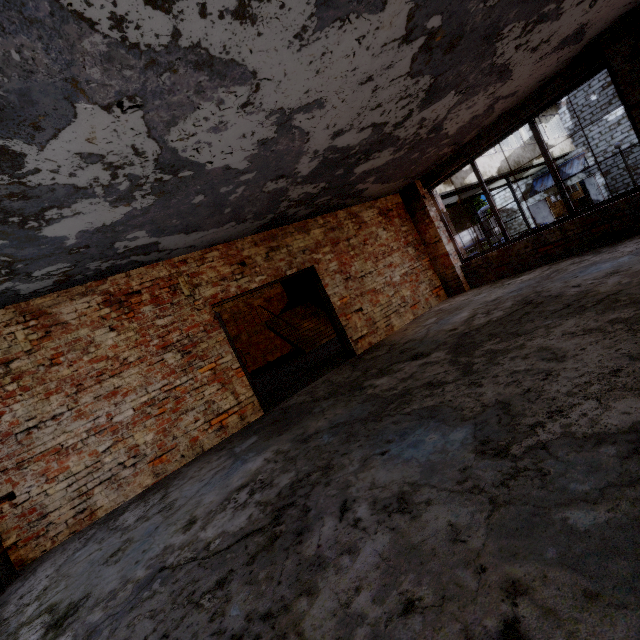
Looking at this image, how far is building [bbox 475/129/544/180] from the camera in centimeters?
1469cm

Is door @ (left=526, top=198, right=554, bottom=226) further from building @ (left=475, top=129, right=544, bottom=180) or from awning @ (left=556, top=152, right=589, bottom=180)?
building @ (left=475, top=129, right=544, bottom=180)

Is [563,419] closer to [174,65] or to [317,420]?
[317,420]

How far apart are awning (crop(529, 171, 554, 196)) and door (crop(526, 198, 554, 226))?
0.54m

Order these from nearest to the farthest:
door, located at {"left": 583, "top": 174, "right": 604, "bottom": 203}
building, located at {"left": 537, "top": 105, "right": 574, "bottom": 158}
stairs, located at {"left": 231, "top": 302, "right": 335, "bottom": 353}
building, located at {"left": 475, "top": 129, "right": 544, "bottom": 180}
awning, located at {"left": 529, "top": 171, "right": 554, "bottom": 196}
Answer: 1. stairs, located at {"left": 231, "top": 302, "right": 335, "bottom": 353}
2. building, located at {"left": 475, "top": 129, "right": 544, "bottom": 180}
3. building, located at {"left": 537, "top": 105, "right": 574, "bottom": 158}
4. door, located at {"left": 583, "top": 174, "right": 604, "bottom": 203}
5. awning, located at {"left": 529, "top": 171, "right": 554, "bottom": 196}

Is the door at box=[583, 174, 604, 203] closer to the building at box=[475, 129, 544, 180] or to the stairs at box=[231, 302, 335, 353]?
the building at box=[475, 129, 544, 180]

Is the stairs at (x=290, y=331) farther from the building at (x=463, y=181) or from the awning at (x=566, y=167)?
the awning at (x=566, y=167)

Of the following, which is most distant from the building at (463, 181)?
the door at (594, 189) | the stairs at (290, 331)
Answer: the door at (594, 189)
